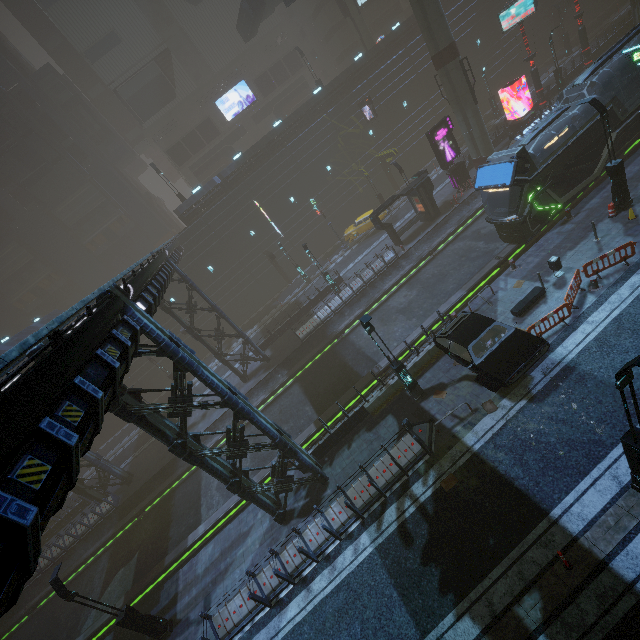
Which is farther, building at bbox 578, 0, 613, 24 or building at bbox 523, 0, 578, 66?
building at bbox 578, 0, 613, 24

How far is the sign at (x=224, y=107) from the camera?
44.2m

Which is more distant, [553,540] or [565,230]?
[565,230]

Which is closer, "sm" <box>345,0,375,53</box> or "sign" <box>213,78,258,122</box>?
"sm" <box>345,0,375,53</box>

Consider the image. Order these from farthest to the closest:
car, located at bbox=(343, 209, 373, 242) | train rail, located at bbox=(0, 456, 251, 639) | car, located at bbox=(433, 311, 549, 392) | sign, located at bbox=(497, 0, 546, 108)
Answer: car, located at bbox=(343, 209, 373, 242), sign, located at bbox=(497, 0, 546, 108), train rail, located at bbox=(0, 456, 251, 639), car, located at bbox=(433, 311, 549, 392)

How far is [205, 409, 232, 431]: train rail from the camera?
25.4m

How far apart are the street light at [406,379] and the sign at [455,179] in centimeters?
2100cm
